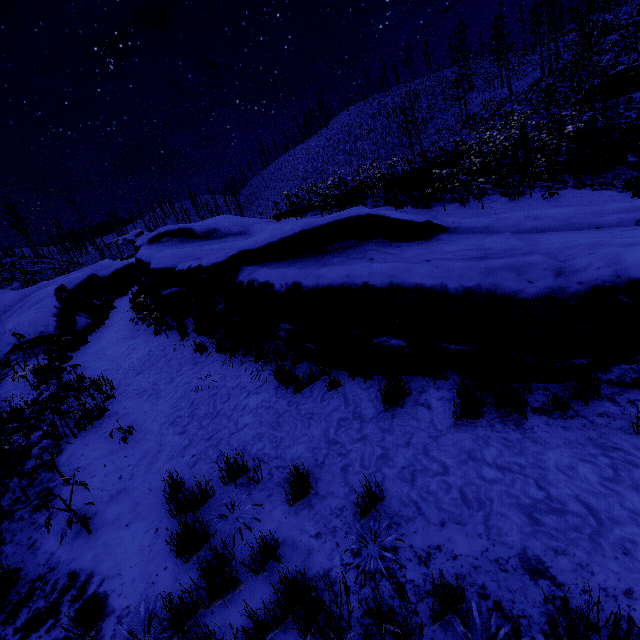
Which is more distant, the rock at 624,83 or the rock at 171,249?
the rock at 624,83

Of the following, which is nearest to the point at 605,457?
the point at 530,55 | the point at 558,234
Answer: the point at 558,234

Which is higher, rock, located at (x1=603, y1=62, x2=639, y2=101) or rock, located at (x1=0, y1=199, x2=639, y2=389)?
rock, located at (x1=603, y1=62, x2=639, y2=101)

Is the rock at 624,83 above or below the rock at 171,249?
above

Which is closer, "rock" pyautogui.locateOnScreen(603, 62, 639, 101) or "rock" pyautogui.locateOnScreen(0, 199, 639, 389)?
"rock" pyautogui.locateOnScreen(0, 199, 639, 389)
